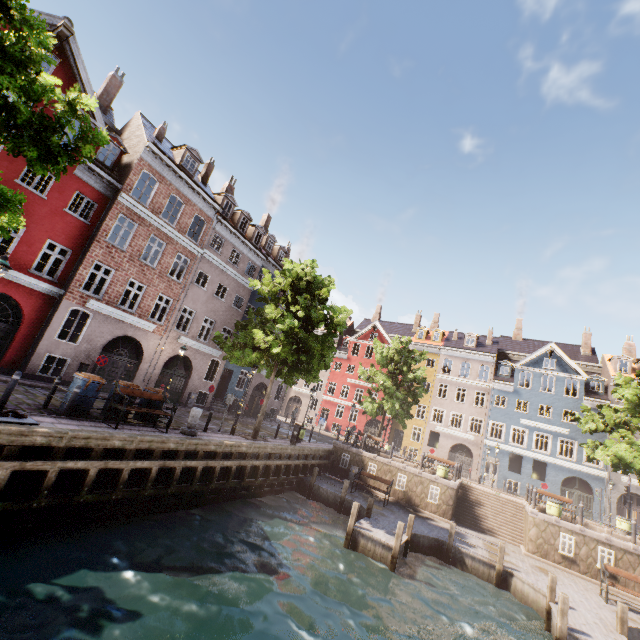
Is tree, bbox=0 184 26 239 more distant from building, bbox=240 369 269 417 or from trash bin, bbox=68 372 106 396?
trash bin, bbox=68 372 106 396

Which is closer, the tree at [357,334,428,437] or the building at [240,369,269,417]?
the tree at [357,334,428,437]

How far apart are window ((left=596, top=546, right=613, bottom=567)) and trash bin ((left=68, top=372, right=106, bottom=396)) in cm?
2332

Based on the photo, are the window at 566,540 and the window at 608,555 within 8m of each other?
yes

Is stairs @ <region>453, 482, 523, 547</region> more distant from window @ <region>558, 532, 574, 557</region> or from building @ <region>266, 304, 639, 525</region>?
building @ <region>266, 304, 639, 525</region>

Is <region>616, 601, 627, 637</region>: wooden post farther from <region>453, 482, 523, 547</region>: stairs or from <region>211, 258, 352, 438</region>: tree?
<region>453, 482, 523, 547</region>: stairs

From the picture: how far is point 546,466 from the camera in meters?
31.2 m

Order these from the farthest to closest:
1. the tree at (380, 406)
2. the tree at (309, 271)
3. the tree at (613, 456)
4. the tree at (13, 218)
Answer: the tree at (380, 406)
the tree at (613, 456)
the tree at (309, 271)
the tree at (13, 218)
